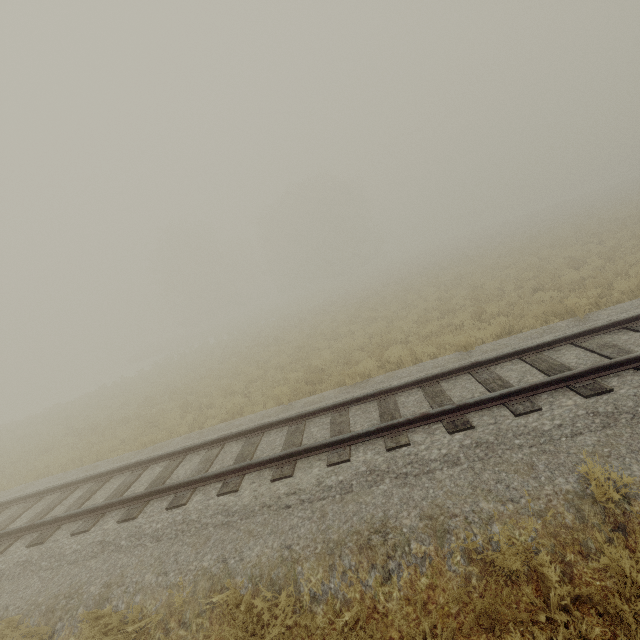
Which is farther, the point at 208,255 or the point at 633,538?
the point at 208,255
